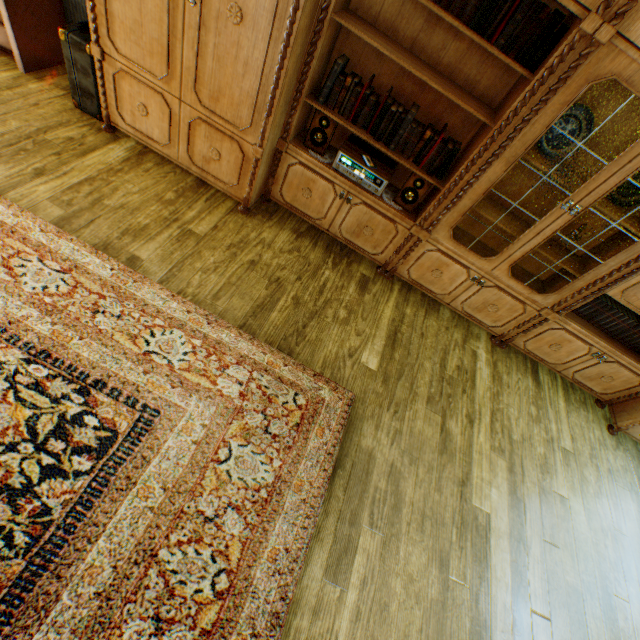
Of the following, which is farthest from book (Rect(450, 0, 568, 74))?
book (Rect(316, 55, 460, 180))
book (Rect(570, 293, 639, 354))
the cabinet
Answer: book (Rect(570, 293, 639, 354))

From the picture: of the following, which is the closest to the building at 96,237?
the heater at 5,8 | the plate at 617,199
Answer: the heater at 5,8

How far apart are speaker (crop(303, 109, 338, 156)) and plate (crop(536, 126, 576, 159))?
1.4m

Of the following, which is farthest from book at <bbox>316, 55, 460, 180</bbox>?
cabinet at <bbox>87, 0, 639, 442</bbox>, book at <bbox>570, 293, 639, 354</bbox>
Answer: book at <bbox>570, 293, 639, 354</bbox>

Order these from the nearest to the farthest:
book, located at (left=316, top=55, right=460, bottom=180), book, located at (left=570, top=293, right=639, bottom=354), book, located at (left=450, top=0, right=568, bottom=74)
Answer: book, located at (left=450, top=0, right=568, bottom=74) → book, located at (left=316, top=55, right=460, bottom=180) → book, located at (left=570, top=293, right=639, bottom=354)

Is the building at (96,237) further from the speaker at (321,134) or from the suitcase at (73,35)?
the speaker at (321,134)

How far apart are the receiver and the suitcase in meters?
1.9 m

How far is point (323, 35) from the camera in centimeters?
200cm
